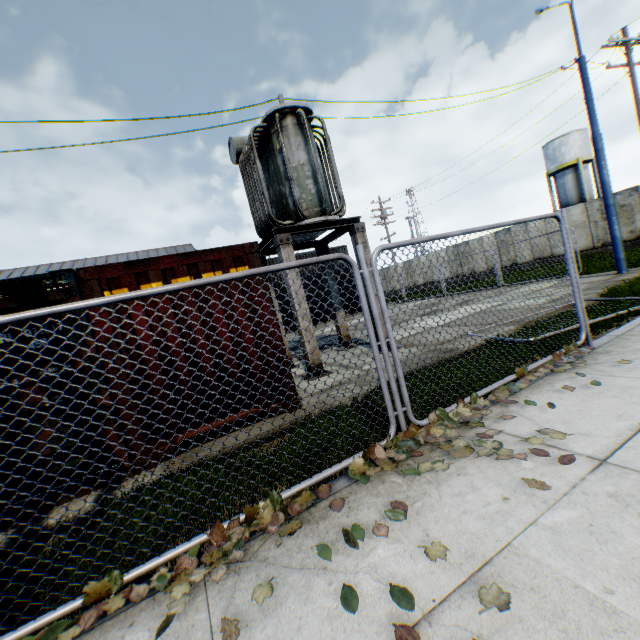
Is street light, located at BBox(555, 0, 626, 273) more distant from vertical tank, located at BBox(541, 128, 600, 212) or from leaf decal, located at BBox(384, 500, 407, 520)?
vertical tank, located at BBox(541, 128, 600, 212)

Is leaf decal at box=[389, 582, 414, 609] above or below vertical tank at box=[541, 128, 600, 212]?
below

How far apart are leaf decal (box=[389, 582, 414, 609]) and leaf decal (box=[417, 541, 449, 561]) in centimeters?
26cm

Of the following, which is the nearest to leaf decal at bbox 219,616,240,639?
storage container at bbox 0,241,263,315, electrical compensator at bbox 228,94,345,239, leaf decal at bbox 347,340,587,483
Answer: leaf decal at bbox 347,340,587,483

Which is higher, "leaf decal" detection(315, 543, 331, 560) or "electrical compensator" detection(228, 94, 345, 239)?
"electrical compensator" detection(228, 94, 345, 239)

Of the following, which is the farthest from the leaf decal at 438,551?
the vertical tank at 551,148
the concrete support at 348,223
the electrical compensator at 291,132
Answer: the vertical tank at 551,148

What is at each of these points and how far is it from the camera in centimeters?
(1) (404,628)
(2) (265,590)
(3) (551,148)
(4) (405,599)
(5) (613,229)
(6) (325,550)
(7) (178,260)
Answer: (1) leaf decal, 161cm
(2) leaf decal, 203cm
(3) vertical tank, 3528cm
(4) leaf decal, 175cm
(5) street light, 1160cm
(6) leaf decal, 223cm
(7) storage container, 495cm

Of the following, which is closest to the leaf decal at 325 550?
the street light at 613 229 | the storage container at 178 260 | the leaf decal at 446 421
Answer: the leaf decal at 446 421
